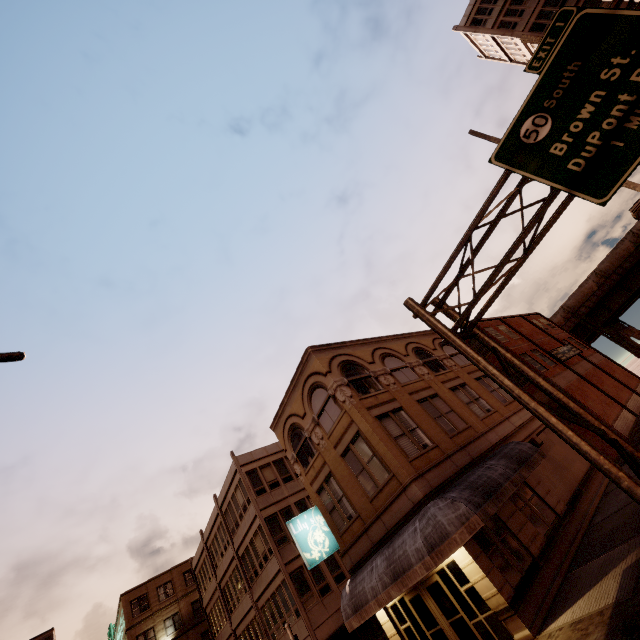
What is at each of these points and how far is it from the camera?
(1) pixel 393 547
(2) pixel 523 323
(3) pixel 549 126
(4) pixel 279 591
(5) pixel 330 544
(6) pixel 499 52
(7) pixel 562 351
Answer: (1) awning, 12.4m
(2) building, 38.6m
(3) sign, 9.5m
(4) building, 21.8m
(5) sign, 16.4m
(6) building, 39.2m
(7) sign, 34.0m

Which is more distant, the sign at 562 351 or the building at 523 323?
the sign at 562 351

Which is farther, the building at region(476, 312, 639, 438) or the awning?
the building at region(476, 312, 639, 438)

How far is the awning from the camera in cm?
1070

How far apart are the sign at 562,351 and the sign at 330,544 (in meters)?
28.18

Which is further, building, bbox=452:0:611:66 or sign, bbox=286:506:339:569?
building, bbox=452:0:611:66

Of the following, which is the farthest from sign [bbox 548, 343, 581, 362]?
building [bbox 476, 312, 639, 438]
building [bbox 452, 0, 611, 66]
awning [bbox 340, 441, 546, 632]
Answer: building [bbox 452, 0, 611, 66]

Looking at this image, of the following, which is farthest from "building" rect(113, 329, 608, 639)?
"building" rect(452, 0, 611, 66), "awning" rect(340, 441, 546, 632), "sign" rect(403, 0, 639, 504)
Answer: "building" rect(452, 0, 611, 66)
